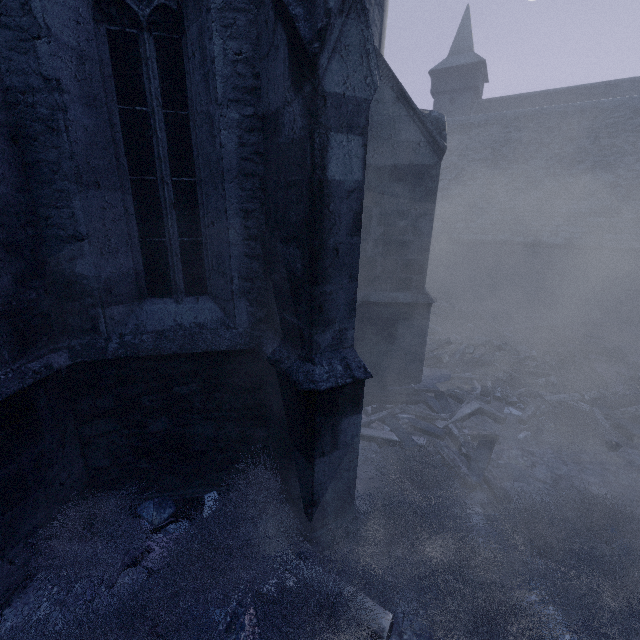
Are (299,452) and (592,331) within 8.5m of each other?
no

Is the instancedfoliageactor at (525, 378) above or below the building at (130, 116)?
below

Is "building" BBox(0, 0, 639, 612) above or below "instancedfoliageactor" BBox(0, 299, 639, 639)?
above
